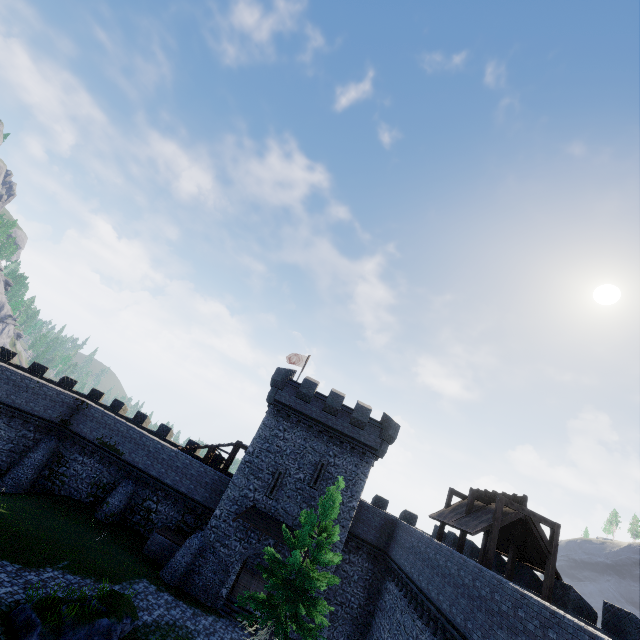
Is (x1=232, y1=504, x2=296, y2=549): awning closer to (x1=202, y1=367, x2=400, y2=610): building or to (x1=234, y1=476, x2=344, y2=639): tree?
(x1=202, y1=367, x2=400, y2=610): building

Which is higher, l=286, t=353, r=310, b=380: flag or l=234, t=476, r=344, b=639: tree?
l=286, t=353, r=310, b=380: flag

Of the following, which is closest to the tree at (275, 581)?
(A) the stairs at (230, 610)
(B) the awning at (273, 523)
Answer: (B) the awning at (273, 523)

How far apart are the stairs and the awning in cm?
440

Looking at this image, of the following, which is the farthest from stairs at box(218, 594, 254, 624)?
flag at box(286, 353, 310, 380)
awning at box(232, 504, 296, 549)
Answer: flag at box(286, 353, 310, 380)

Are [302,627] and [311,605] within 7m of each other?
yes

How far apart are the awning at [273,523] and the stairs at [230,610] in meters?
4.4

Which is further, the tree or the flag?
the flag
